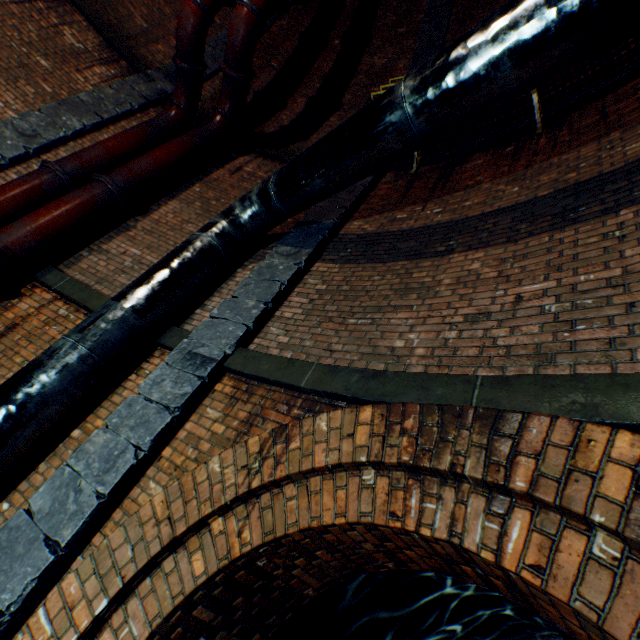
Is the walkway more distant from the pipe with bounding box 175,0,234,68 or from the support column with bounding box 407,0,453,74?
the pipe with bounding box 175,0,234,68

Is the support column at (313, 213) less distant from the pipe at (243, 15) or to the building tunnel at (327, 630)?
the building tunnel at (327, 630)

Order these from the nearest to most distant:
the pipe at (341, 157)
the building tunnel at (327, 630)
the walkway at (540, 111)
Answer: the pipe at (341, 157) → the building tunnel at (327, 630) → the walkway at (540, 111)

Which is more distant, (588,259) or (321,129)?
(321,129)

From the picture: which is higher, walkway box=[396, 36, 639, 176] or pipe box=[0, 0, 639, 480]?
walkway box=[396, 36, 639, 176]

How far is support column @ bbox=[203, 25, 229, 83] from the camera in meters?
8.1 m

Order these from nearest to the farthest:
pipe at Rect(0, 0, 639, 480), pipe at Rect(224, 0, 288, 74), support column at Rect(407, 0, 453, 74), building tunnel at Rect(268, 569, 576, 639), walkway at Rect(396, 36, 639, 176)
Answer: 1. pipe at Rect(0, 0, 639, 480)
2. building tunnel at Rect(268, 569, 576, 639)
3. walkway at Rect(396, 36, 639, 176)
4. pipe at Rect(224, 0, 288, 74)
5. support column at Rect(407, 0, 453, 74)

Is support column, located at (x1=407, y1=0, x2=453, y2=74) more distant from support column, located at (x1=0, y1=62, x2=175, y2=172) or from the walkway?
support column, located at (x1=0, y1=62, x2=175, y2=172)
